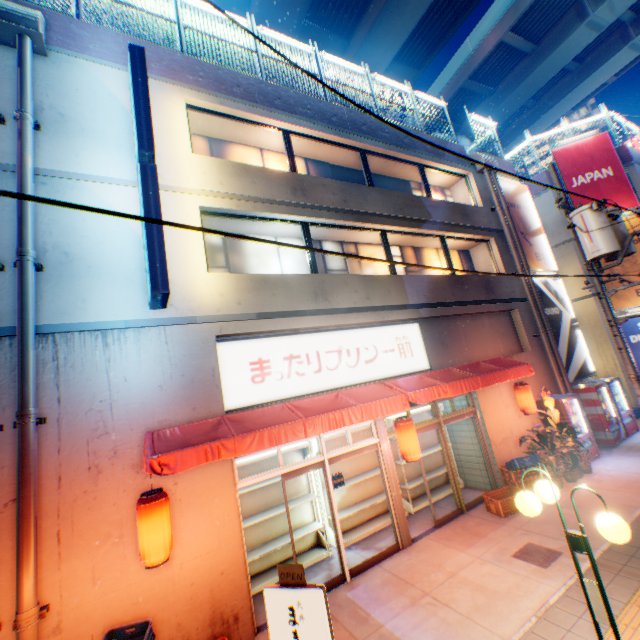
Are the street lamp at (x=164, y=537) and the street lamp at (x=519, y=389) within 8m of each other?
no

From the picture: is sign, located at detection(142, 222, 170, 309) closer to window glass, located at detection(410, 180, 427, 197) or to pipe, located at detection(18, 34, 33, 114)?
pipe, located at detection(18, 34, 33, 114)

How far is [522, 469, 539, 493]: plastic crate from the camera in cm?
857

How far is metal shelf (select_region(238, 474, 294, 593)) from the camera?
7.2m

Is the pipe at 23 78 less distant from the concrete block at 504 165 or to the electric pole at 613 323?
the electric pole at 613 323

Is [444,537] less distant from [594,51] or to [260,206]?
[260,206]

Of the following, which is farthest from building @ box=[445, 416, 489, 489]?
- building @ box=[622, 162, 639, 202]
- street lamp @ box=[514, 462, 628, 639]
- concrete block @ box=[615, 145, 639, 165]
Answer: concrete block @ box=[615, 145, 639, 165]

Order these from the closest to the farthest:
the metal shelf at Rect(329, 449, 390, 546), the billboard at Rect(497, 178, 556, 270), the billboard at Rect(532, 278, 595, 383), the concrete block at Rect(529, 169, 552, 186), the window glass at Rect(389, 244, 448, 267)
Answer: the metal shelf at Rect(329, 449, 390, 546), the window glass at Rect(389, 244, 448, 267), the billboard at Rect(532, 278, 595, 383), the billboard at Rect(497, 178, 556, 270), the concrete block at Rect(529, 169, 552, 186)
